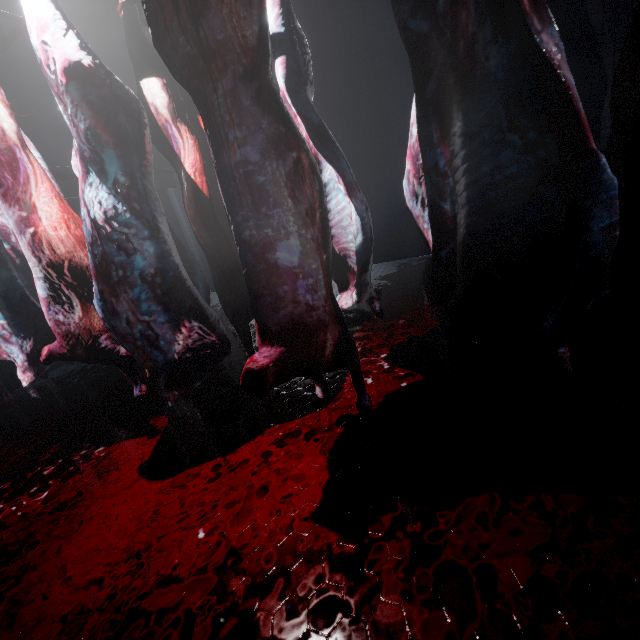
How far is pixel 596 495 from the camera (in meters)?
1.01

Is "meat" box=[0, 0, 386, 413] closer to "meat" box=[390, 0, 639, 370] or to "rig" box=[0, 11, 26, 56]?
"rig" box=[0, 11, 26, 56]

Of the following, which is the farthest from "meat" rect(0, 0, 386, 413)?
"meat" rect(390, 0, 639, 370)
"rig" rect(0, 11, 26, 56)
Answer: "meat" rect(390, 0, 639, 370)

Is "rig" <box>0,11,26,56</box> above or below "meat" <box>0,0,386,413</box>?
above

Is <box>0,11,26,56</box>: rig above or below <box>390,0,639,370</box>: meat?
above

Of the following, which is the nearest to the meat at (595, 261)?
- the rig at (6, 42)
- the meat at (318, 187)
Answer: the rig at (6, 42)

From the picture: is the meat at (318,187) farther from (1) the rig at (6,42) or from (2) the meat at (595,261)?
(2) the meat at (595,261)
